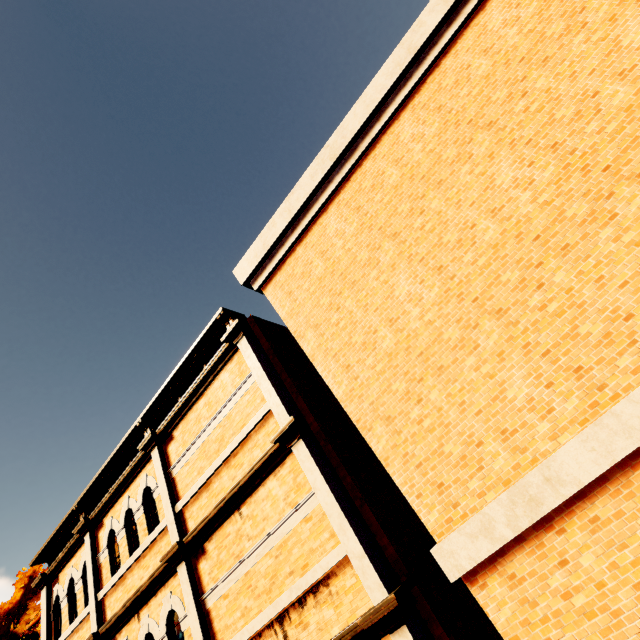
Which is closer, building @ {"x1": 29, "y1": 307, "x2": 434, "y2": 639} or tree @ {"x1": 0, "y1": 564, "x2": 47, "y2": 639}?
building @ {"x1": 29, "y1": 307, "x2": 434, "y2": 639}

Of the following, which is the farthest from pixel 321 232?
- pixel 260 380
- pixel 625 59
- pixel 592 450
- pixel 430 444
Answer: pixel 592 450

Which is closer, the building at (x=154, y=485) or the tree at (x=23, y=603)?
the building at (x=154, y=485)
